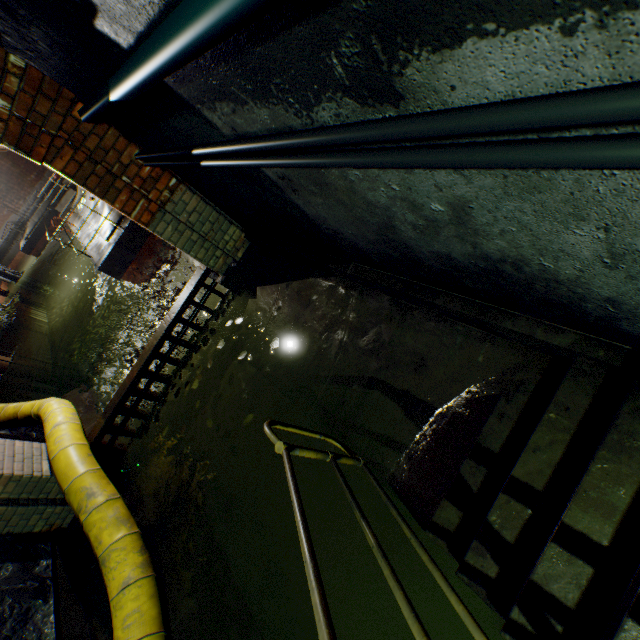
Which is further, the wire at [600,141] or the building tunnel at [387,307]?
the building tunnel at [387,307]

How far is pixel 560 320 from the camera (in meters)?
1.70

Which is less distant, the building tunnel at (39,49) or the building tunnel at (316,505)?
Result: the building tunnel at (39,49)

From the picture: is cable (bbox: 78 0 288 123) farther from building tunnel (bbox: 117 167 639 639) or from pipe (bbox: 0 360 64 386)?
pipe (bbox: 0 360 64 386)

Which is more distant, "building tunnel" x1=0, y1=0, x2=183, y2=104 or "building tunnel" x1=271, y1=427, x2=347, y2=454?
"building tunnel" x1=271, y1=427, x2=347, y2=454

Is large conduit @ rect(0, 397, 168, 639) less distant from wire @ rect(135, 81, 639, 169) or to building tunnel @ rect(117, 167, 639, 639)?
building tunnel @ rect(117, 167, 639, 639)

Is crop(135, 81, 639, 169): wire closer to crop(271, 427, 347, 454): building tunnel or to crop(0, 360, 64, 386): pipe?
crop(271, 427, 347, 454): building tunnel

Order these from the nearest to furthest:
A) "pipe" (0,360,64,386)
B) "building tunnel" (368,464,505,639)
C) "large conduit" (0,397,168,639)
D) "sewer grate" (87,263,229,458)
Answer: "building tunnel" (368,464,505,639) < "large conduit" (0,397,168,639) < "sewer grate" (87,263,229,458) < "pipe" (0,360,64,386)
